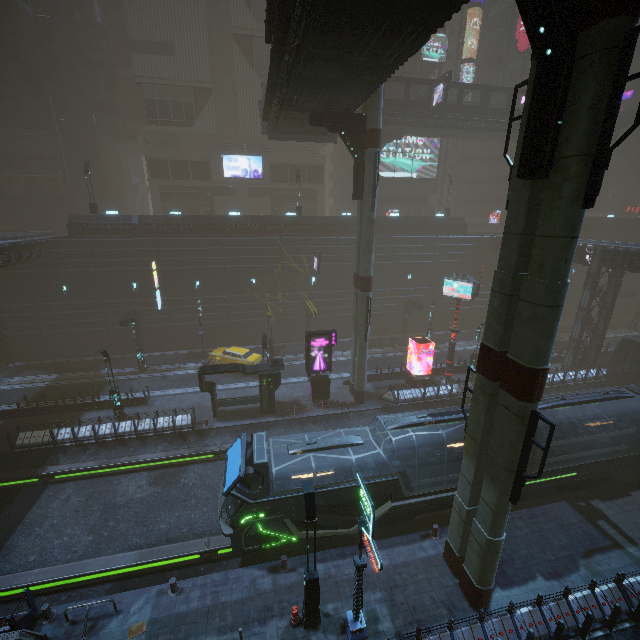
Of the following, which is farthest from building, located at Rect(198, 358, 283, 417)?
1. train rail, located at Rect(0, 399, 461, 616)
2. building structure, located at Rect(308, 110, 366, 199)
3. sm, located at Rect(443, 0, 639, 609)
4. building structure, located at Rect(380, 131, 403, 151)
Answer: building structure, located at Rect(308, 110, 366, 199)

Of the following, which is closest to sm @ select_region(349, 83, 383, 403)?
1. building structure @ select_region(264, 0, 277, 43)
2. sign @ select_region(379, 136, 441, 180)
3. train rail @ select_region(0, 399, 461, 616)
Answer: train rail @ select_region(0, 399, 461, 616)

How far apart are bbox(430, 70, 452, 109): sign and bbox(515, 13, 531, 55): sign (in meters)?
19.29

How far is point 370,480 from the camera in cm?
1380

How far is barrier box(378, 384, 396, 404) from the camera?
25.4m

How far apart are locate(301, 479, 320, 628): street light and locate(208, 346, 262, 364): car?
18.28m

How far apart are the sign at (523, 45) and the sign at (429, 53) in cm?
900

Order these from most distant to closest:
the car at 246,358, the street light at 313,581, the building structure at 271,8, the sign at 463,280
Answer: the car at 246,358
the sign at 463,280
the building structure at 271,8
the street light at 313,581
